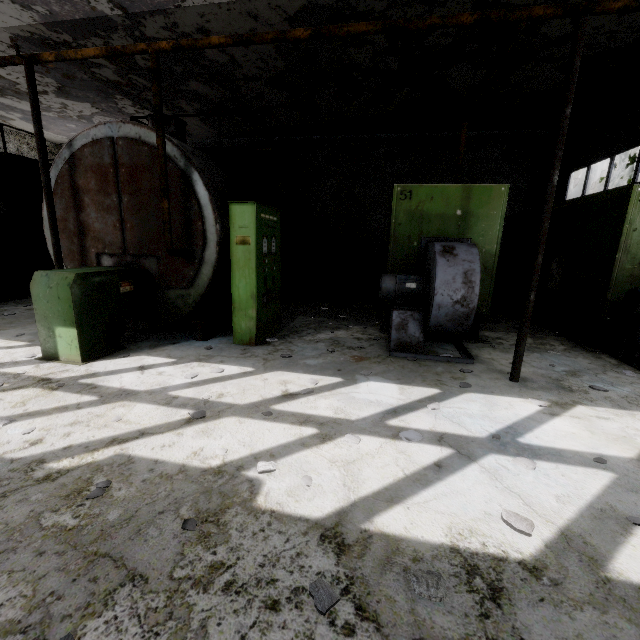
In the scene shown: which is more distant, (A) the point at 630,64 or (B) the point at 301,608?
(A) the point at 630,64

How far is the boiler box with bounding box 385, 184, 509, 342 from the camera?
5.89m

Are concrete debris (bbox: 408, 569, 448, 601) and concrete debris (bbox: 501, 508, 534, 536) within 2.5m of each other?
yes

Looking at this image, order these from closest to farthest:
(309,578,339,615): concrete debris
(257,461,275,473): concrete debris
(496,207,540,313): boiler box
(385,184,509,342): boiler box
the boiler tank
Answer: (309,578,339,615): concrete debris
(257,461,275,473): concrete debris
the boiler tank
(385,184,509,342): boiler box
(496,207,540,313): boiler box

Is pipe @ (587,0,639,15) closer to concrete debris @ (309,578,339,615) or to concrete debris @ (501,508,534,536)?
concrete debris @ (501,508,534,536)

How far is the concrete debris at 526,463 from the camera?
2.8 meters

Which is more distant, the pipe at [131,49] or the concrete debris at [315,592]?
the pipe at [131,49]

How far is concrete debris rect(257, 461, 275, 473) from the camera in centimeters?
262cm
